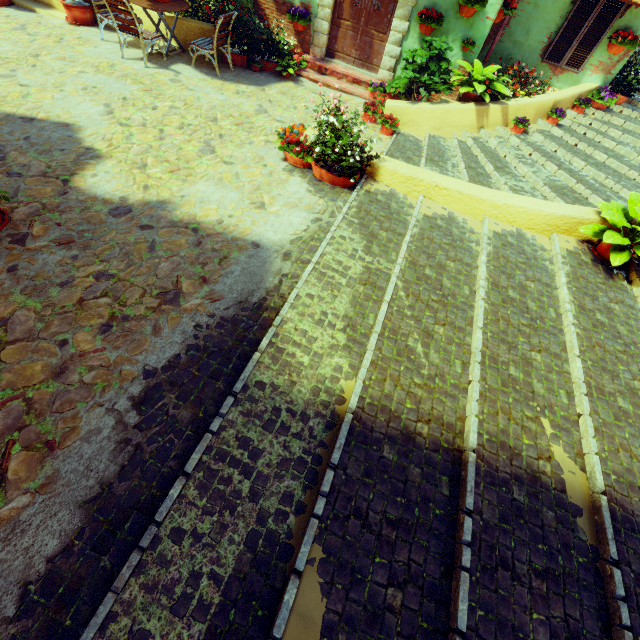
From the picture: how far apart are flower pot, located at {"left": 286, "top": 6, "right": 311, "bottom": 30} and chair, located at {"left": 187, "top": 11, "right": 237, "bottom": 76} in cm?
142

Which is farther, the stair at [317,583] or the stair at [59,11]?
the stair at [59,11]

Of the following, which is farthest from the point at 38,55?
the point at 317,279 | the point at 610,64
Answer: the point at 610,64

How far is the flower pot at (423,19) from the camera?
6.72m

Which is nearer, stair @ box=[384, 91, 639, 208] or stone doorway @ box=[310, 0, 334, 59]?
stair @ box=[384, 91, 639, 208]

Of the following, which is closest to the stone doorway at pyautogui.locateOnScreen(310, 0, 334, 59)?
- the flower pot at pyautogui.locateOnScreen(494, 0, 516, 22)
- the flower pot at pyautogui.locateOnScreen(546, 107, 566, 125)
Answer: the flower pot at pyautogui.locateOnScreen(494, 0, 516, 22)

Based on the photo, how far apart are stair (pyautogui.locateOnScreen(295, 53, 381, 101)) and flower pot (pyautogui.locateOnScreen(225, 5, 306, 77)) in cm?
43

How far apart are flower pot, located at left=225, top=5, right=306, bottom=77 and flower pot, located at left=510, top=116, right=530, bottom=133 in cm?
557
